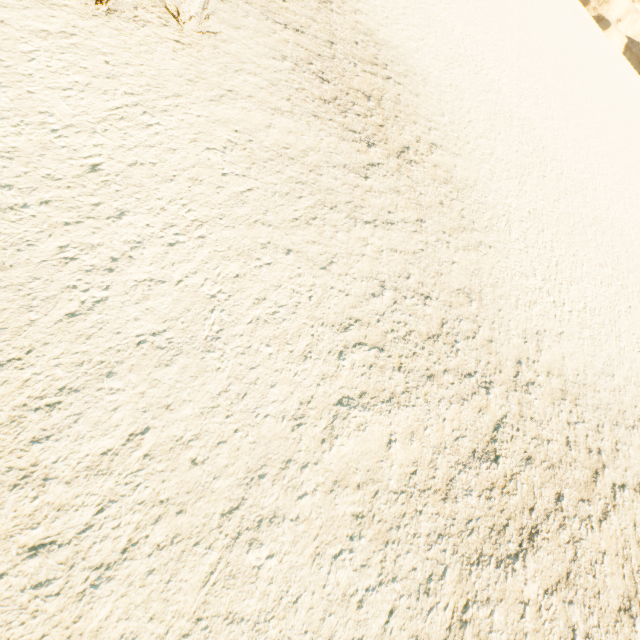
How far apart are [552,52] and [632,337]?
21.6m
